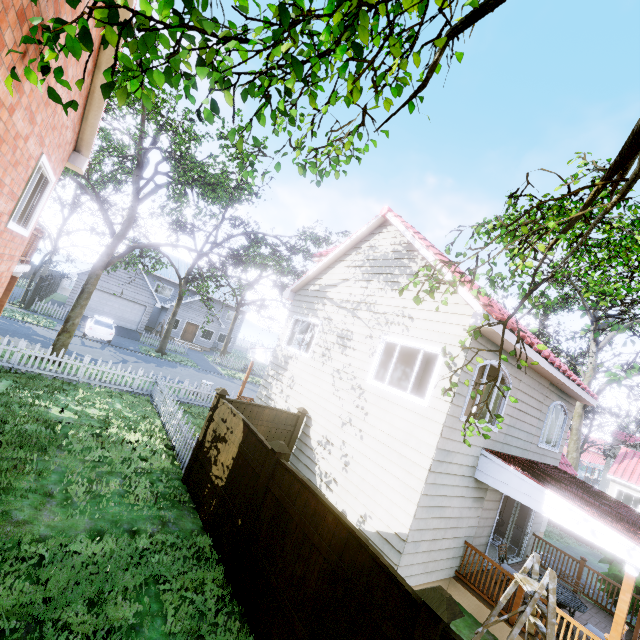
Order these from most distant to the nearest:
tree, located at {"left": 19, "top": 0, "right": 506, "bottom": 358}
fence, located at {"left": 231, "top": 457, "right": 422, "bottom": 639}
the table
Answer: the table < fence, located at {"left": 231, "top": 457, "right": 422, "bottom": 639} < tree, located at {"left": 19, "top": 0, "right": 506, "bottom": 358}

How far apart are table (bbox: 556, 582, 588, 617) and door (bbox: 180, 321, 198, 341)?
34.8m

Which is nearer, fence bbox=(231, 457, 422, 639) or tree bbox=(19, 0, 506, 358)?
tree bbox=(19, 0, 506, 358)

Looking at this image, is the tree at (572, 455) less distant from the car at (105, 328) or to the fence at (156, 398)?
the fence at (156, 398)

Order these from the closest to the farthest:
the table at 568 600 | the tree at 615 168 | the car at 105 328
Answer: the tree at 615 168 → the table at 568 600 → the car at 105 328

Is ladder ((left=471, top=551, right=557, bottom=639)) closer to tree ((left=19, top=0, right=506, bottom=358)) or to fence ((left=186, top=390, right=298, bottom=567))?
tree ((left=19, top=0, right=506, bottom=358))

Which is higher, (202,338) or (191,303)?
(191,303)

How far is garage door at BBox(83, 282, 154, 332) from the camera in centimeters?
2689cm
